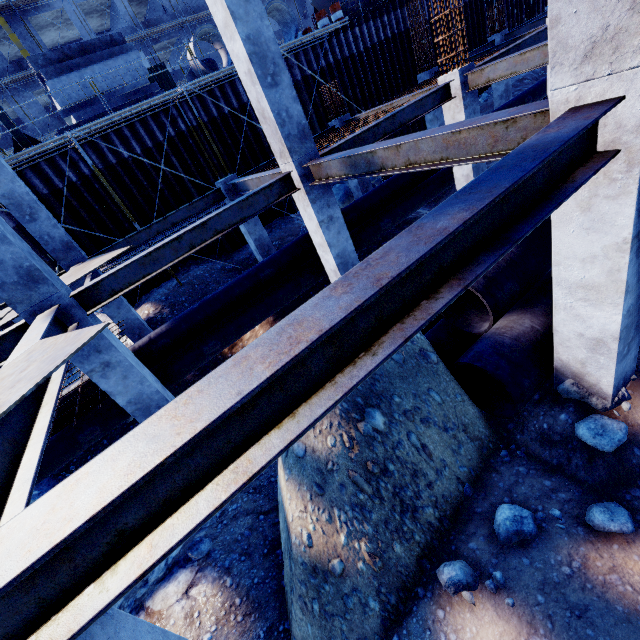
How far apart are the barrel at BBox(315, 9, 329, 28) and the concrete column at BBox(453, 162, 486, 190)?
11.2m

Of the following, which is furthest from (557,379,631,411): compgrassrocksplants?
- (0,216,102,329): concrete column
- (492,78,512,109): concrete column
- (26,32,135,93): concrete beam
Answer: (26,32,135,93): concrete beam

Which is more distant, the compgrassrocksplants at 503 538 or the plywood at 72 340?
the compgrassrocksplants at 503 538

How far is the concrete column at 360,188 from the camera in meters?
12.9 m

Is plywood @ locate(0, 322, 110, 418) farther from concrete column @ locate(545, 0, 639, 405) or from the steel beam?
concrete column @ locate(545, 0, 639, 405)

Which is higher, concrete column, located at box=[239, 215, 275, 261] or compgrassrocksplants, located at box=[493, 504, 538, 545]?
concrete column, located at box=[239, 215, 275, 261]

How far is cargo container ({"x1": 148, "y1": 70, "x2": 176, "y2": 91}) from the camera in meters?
26.5

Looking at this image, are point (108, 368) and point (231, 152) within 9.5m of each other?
no
